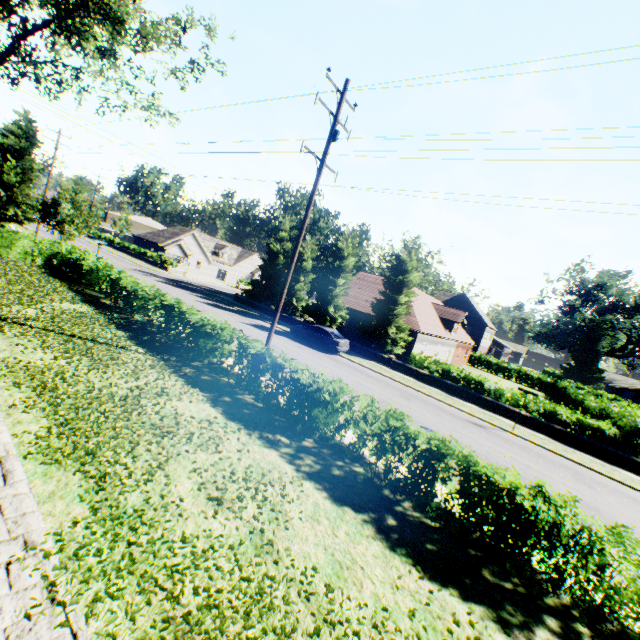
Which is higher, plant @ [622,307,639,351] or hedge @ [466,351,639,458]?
plant @ [622,307,639,351]

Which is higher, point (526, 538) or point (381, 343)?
point (381, 343)

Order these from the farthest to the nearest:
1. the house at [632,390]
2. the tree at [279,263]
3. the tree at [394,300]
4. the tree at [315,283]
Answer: the house at [632,390] → the tree at [279,263] → the tree at [315,283] → the tree at [394,300]

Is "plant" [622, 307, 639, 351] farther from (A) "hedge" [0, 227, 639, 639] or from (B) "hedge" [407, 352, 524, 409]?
(A) "hedge" [0, 227, 639, 639]

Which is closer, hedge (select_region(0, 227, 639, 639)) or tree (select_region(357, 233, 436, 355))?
hedge (select_region(0, 227, 639, 639))

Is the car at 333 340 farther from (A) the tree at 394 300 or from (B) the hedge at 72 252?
(B) the hedge at 72 252

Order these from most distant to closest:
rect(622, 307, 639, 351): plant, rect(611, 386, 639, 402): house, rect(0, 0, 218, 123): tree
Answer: rect(611, 386, 639, 402): house
rect(622, 307, 639, 351): plant
rect(0, 0, 218, 123): tree
